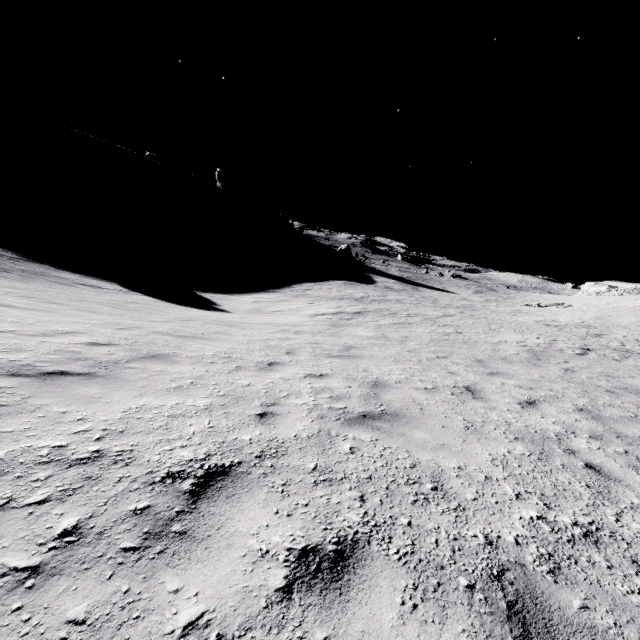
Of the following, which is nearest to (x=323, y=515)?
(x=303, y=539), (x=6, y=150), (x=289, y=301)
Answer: (x=303, y=539)
